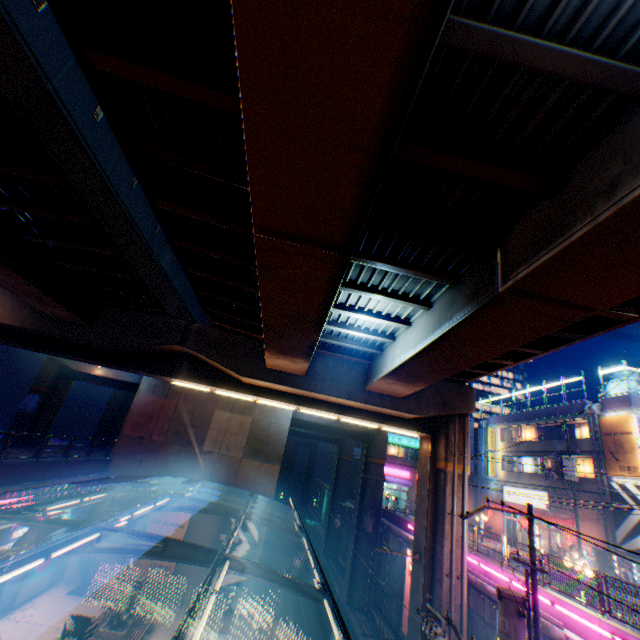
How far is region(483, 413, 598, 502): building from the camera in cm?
2600

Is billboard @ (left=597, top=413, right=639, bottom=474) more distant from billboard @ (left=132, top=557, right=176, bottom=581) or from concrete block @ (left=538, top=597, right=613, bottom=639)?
billboard @ (left=132, top=557, right=176, bottom=581)

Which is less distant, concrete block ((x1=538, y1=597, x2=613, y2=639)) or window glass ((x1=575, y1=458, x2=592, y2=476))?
concrete block ((x1=538, y1=597, x2=613, y2=639))

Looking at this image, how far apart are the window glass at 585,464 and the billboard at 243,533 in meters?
26.4 m

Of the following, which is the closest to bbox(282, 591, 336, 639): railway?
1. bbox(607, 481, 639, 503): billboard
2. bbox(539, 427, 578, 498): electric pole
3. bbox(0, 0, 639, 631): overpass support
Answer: bbox(0, 0, 639, 631): overpass support

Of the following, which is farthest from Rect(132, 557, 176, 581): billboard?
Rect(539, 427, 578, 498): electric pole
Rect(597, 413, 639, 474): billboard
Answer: Rect(597, 413, 639, 474): billboard

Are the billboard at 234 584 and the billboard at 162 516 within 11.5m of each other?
yes

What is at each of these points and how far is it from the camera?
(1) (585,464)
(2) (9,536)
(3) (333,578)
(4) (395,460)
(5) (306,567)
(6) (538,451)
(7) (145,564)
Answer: (1) window glass, 26.89m
(2) billboard, 14.91m
(3) railway, 30.88m
(4) building, 47.06m
(5) railway, 36.38m
(6) building, 30.70m
(7) billboard, 20.50m
